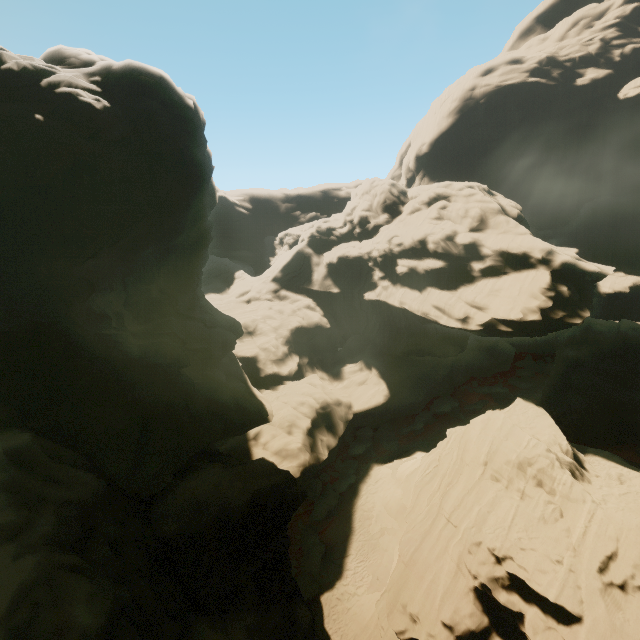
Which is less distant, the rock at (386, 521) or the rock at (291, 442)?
the rock at (291, 442)

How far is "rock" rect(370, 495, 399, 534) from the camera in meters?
23.7 m

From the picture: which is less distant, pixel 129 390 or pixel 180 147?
pixel 129 390

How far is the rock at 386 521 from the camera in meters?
23.7 m

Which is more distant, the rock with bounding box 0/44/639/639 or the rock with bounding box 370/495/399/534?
the rock with bounding box 370/495/399/534

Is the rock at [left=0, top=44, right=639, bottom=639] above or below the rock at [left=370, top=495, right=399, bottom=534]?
above
